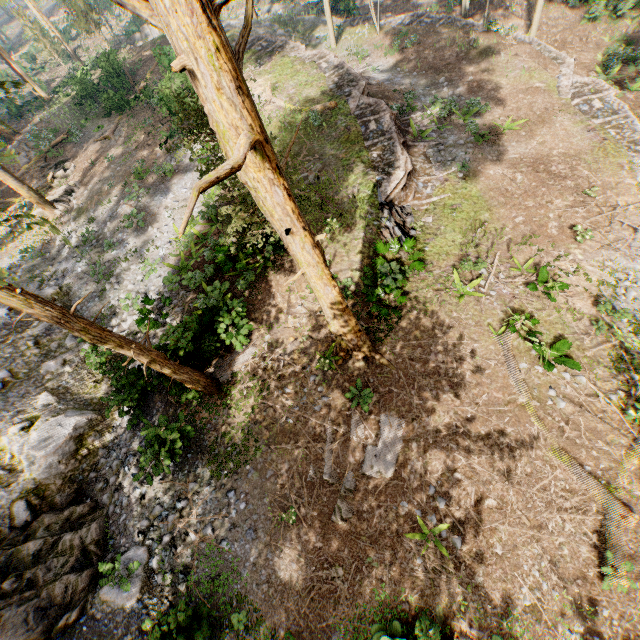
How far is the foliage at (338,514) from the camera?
9.4m

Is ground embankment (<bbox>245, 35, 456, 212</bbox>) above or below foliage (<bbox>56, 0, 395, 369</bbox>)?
below

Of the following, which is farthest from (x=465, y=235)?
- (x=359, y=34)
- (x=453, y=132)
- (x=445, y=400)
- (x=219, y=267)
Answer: (x=359, y=34)

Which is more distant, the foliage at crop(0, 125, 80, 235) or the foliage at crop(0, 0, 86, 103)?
the foliage at crop(0, 0, 86, 103)

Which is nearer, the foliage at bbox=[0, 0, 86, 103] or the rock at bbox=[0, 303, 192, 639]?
the rock at bbox=[0, 303, 192, 639]

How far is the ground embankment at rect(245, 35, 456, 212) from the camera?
16.1 meters

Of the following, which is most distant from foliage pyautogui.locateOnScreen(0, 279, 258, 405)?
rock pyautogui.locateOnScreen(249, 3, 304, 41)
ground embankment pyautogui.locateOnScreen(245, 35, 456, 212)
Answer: ground embankment pyautogui.locateOnScreen(245, 35, 456, 212)
